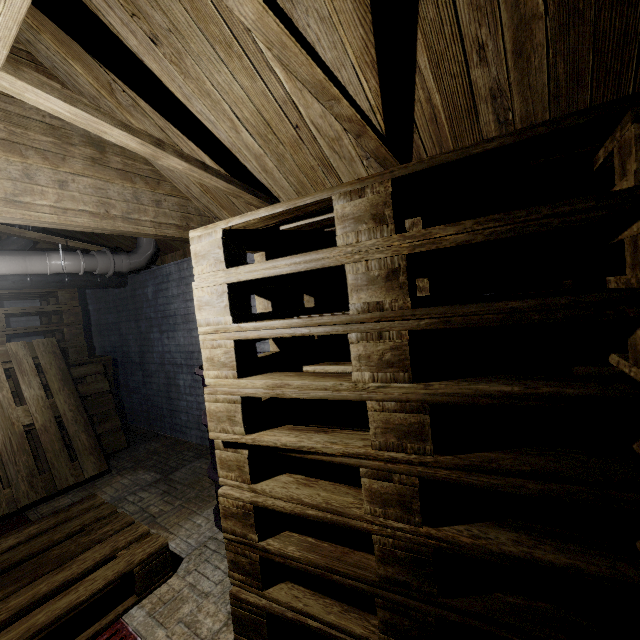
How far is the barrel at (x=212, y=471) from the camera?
2.0 meters

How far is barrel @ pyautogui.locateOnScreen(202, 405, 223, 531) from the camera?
2.03m

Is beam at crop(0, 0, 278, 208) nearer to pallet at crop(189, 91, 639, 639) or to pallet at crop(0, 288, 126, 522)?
pallet at crop(189, 91, 639, 639)

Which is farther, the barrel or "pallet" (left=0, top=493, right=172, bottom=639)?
the barrel

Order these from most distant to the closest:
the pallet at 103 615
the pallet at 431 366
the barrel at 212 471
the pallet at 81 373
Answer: the pallet at 81 373
the barrel at 212 471
the pallet at 103 615
the pallet at 431 366

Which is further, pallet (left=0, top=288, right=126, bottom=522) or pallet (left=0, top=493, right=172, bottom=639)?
pallet (left=0, top=288, right=126, bottom=522)

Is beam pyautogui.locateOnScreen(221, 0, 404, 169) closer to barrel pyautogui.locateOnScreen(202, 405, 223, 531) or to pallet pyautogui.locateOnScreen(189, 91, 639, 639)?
pallet pyautogui.locateOnScreen(189, 91, 639, 639)

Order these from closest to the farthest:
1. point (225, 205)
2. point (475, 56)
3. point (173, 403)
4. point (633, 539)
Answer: point (633, 539)
point (475, 56)
point (225, 205)
point (173, 403)
